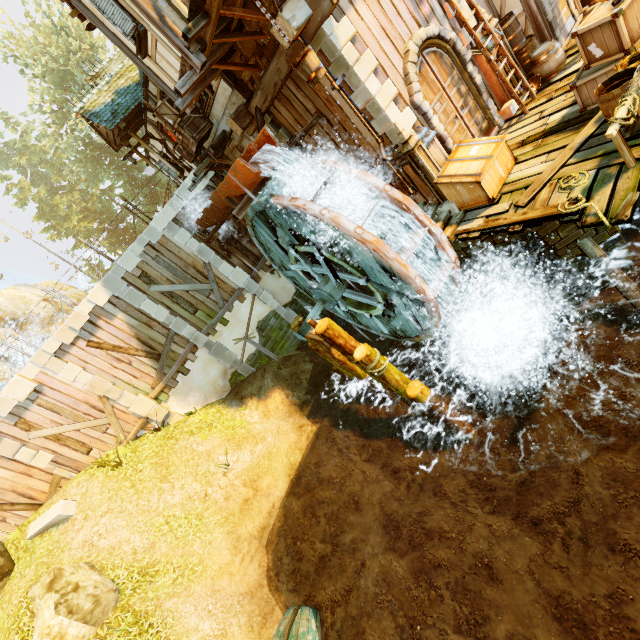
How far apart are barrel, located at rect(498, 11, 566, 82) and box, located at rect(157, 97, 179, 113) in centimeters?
899cm

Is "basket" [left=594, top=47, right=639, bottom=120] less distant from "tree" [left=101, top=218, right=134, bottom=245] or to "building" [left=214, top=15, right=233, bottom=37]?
"building" [left=214, top=15, right=233, bottom=37]

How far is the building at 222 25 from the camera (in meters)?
6.98

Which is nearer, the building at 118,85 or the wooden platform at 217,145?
the building at 118,85

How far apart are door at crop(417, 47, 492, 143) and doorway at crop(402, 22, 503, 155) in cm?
1

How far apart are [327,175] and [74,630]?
13.0 meters

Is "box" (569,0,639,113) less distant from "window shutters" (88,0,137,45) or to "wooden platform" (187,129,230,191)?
"window shutters" (88,0,137,45)

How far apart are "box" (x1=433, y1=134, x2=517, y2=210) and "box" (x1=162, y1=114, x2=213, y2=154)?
8.11m
